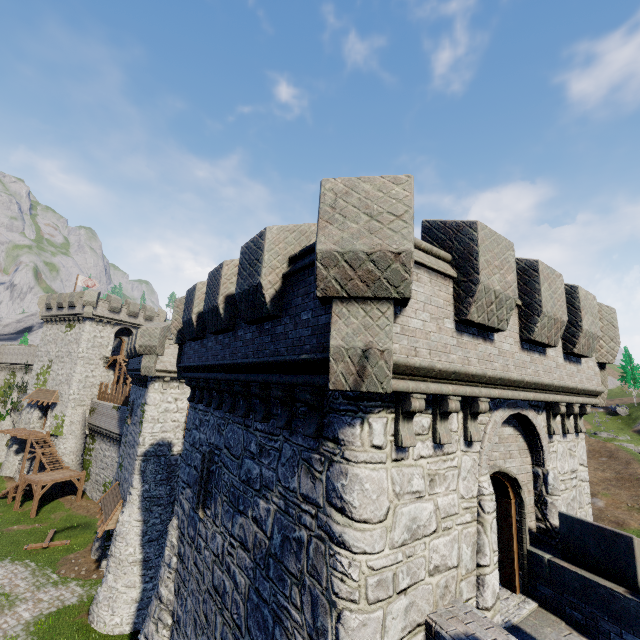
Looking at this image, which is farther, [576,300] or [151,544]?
[151,544]

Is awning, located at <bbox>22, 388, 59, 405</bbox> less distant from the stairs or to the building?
the stairs

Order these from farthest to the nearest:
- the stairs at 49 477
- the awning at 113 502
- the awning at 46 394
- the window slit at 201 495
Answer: the awning at 46 394
the stairs at 49 477
the awning at 113 502
the window slit at 201 495

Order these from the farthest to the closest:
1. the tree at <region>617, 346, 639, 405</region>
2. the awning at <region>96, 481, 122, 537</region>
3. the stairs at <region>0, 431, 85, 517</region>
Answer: the tree at <region>617, 346, 639, 405</region>, the stairs at <region>0, 431, 85, 517</region>, the awning at <region>96, 481, 122, 537</region>

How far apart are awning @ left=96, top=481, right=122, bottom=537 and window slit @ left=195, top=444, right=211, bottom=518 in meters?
15.5

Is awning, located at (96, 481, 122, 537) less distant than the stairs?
Yes

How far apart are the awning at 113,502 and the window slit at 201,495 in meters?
15.5 m

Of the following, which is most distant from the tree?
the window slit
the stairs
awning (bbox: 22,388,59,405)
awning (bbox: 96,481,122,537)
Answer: awning (bbox: 22,388,59,405)
